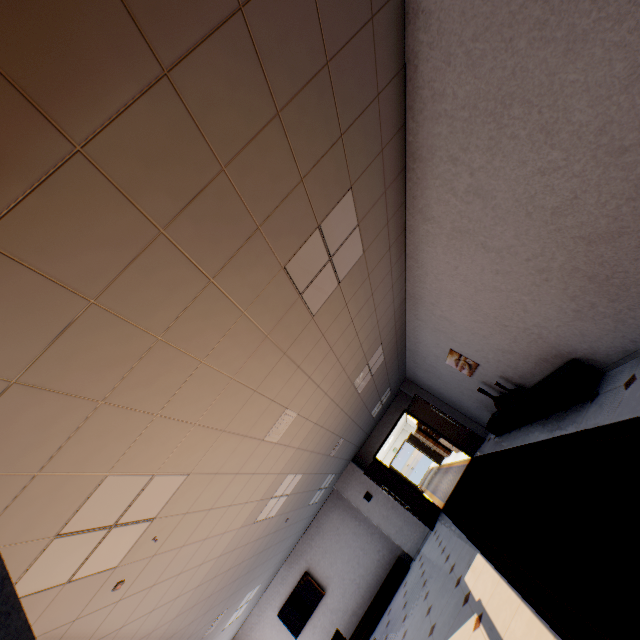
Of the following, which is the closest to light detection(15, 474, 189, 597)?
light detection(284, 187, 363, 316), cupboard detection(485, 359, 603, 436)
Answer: light detection(284, 187, 363, 316)

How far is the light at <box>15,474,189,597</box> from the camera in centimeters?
225cm

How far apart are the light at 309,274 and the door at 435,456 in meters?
19.8 m

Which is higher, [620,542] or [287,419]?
[287,419]

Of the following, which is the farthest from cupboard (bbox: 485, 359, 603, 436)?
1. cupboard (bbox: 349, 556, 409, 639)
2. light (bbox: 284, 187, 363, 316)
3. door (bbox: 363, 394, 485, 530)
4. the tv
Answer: the tv

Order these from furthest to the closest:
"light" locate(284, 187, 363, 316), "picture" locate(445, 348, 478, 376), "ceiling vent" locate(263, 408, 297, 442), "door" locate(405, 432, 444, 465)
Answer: "door" locate(405, 432, 444, 465) → "picture" locate(445, 348, 478, 376) → "ceiling vent" locate(263, 408, 297, 442) → "light" locate(284, 187, 363, 316)

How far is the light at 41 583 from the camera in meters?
2.3 m

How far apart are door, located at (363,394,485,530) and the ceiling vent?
6.8m
